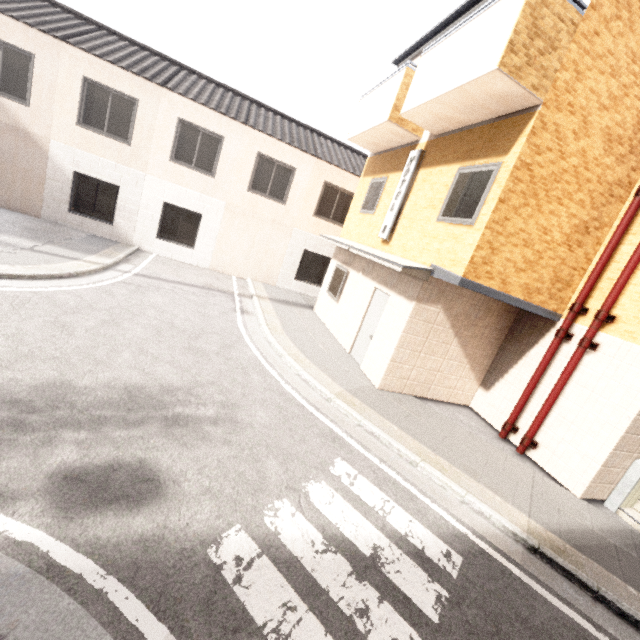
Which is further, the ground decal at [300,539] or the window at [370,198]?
the window at [370,198]

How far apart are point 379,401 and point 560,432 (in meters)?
3.70

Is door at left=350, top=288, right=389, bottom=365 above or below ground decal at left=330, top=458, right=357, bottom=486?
above

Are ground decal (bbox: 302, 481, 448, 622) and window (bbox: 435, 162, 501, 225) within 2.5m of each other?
no

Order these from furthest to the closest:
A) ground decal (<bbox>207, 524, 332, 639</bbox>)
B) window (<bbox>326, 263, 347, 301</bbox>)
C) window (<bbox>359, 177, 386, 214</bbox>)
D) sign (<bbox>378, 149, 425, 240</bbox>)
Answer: window (<bbox>326, 263, 347, 301</bbox>) → window (<bbox>359, 177, 386, 214</bbox>) → sign (<bbox>378, 149, 425, 240</bbox>) → ground decal (<bbox>207, 524, 332, 639</bbox>)

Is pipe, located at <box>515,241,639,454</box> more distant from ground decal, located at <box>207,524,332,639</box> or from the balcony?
ground decal, located at <box>207,524,332,639</box>

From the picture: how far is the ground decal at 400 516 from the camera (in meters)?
3.80

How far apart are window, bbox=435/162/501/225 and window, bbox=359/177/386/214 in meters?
3.1 m
